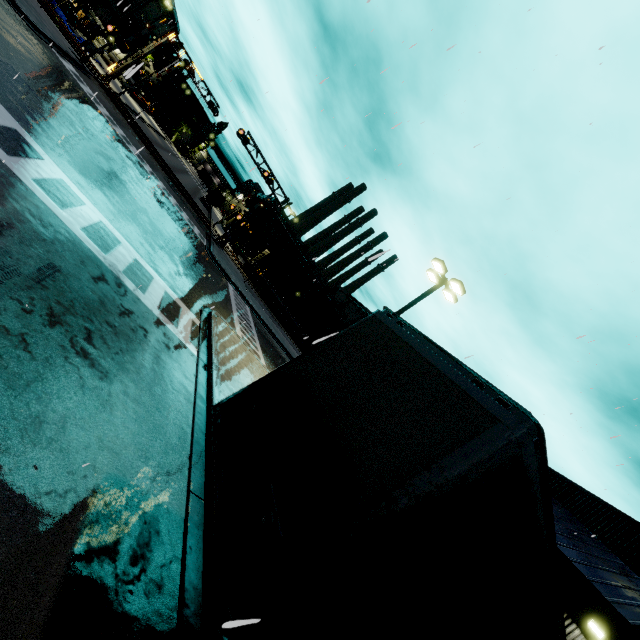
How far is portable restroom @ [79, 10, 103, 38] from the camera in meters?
43.0 m

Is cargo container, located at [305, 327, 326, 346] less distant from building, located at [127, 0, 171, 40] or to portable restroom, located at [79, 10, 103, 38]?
building, located at [127, 0, 171, 40]

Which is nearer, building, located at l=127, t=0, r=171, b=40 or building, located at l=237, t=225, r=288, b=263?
building, located at l=127, t=0, r=171, b=40

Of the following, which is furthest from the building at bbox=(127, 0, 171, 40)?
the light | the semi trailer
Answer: the light

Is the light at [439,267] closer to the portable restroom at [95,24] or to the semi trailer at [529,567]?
the semi trailer at [529,567]

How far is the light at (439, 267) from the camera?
14.4 meters

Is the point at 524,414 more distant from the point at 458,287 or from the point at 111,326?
the point at 458,287

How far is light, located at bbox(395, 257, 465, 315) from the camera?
14.36m
